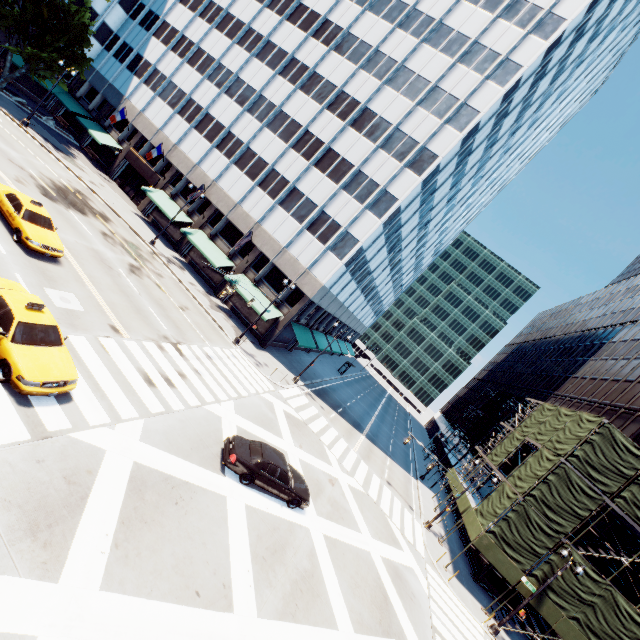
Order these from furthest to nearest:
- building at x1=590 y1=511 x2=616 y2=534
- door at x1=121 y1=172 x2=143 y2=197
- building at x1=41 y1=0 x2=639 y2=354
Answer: door at x1=121 y1=172 x2=143 y2=197
building at x1=41 y1=0 x2=639 y2=354
building at x1=590 y1=511 x2=616 y2=534

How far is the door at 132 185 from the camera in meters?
40.9 m

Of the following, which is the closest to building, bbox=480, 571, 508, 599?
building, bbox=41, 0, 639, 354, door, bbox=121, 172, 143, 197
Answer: building, bbox=41, 0, 639, 354

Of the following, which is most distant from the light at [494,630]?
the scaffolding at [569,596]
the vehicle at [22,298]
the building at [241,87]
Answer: the vehicle at [22,298]

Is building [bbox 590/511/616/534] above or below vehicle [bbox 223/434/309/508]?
above

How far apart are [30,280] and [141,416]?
8.4 meters

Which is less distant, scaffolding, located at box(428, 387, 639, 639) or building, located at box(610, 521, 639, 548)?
scaffolding, located at box(428, 387, 639, 639)

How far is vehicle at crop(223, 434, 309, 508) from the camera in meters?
14.2
